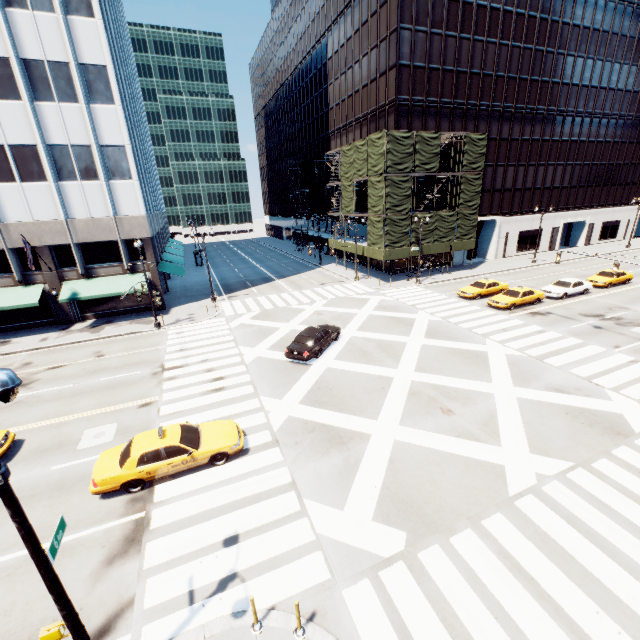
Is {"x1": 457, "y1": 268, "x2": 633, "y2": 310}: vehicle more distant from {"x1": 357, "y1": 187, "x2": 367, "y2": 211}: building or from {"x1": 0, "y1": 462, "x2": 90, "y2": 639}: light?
{"x1": 0, "y1": 462, "x2": 90, "y2": 639}: light

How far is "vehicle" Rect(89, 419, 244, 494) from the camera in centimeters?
1120cm

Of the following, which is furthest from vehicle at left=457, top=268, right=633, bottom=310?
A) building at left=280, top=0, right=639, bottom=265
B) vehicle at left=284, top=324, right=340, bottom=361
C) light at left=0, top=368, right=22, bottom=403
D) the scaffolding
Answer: light at left=0, top=368, right=22, bottom=403

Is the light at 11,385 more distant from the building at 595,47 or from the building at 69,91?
the building at 595,47

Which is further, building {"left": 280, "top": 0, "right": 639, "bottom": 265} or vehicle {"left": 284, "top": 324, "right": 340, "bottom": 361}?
building {"left": 280, "top": 0, "right": 639, "bottom": 265}

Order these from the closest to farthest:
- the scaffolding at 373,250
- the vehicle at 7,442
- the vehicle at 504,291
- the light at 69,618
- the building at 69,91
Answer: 1. the light at 69,618
2. the vehicle at 7,442
3. the building at 69,91
4. the vehicle at 504,291
5. the scaffolding at 373,250

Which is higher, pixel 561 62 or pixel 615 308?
pixel 561 62

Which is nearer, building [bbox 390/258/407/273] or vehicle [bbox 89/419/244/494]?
vehicle [bbox 89/419/244/494]
